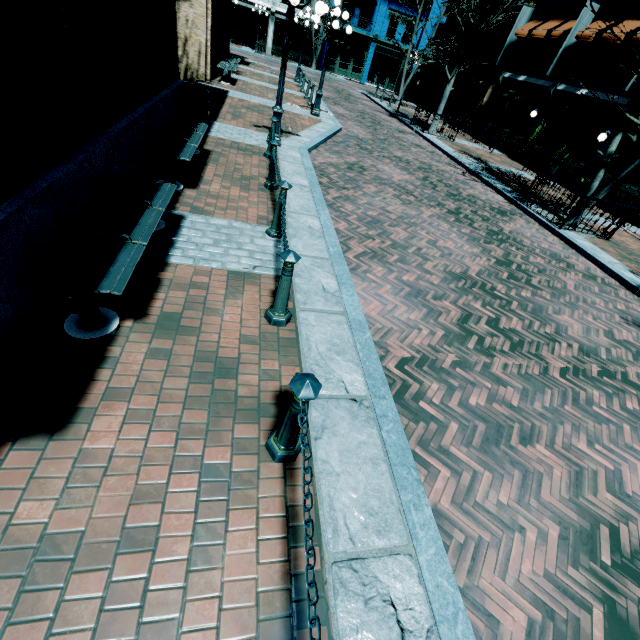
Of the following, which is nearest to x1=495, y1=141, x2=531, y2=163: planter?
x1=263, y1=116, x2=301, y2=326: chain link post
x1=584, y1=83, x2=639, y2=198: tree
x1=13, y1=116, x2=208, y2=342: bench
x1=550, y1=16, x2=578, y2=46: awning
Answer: x1=550, y1=16, x2=578, y2=46: awning

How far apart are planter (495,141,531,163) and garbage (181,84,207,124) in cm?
1829

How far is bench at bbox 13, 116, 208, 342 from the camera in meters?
2.6

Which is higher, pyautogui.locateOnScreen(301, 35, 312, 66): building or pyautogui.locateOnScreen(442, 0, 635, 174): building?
pyautogui.locateOnScreen(442, 0, 635, 174): building

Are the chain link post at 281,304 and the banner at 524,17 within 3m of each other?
no

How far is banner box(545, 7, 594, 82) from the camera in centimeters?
1527cm

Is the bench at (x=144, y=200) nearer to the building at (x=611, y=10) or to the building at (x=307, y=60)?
the building at (x=611, y=10)

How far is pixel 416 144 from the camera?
15.4 meters
